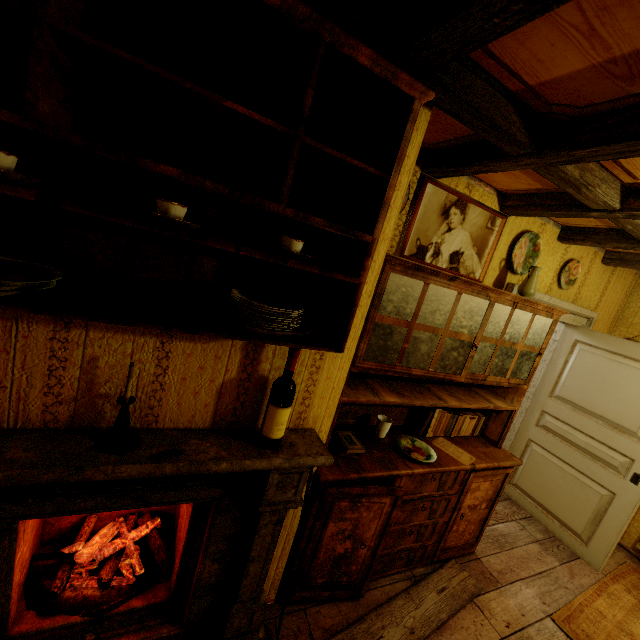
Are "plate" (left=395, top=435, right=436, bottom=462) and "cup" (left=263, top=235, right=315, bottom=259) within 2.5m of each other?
yes

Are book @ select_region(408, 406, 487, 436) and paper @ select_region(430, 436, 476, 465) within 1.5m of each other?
yes

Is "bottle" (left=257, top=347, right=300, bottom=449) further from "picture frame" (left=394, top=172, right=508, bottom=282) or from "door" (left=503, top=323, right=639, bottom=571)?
"door" (left=503, top=323, right=639, bottom=571)

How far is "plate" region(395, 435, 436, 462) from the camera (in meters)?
2.19

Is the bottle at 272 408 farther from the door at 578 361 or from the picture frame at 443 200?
A: the door at 578 361

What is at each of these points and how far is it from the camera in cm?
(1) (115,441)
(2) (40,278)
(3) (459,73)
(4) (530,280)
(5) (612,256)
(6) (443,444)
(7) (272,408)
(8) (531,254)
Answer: (1) candle, 118
(2) plate, 91
(3) rafters, 118
(4) pitcher, 252
(5) rafters, 322
(6) paper, 250
(7) bottle, 138
(8) plate, 280

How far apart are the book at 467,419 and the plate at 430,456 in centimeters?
20cm

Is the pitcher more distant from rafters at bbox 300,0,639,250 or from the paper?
the paper
